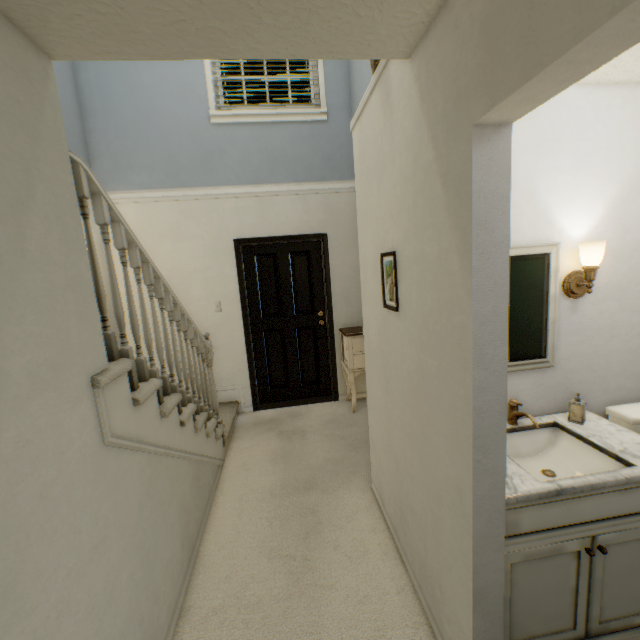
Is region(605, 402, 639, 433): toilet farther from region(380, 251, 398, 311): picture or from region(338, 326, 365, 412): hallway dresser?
region(338, 326, 365, 412): hallway dresser

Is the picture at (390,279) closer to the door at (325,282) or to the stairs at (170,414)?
the stairs at (170,414)

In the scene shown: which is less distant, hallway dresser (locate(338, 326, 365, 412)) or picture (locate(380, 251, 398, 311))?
picture (locate(380, 251, 398, 311))

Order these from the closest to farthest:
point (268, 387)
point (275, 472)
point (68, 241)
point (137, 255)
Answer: point (68, 241)
point (137, 255)
point (275, 472)
point (268, 387)

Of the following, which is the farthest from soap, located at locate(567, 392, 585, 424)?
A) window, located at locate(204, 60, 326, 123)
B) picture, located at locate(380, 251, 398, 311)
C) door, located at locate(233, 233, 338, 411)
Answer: window, located at locate(204, 60, 326, 123)

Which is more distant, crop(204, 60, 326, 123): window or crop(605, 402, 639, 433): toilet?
crop(204, 60, 326, 123): window

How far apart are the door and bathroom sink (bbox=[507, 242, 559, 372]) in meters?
2.5

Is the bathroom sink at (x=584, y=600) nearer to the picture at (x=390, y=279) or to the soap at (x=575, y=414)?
the soap at (x=575, y=414)
